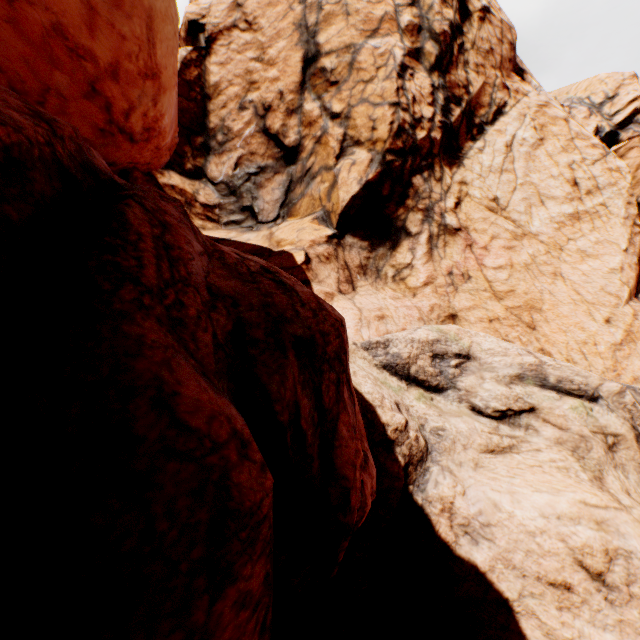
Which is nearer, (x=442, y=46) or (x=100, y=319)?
(x=100, y=319)
